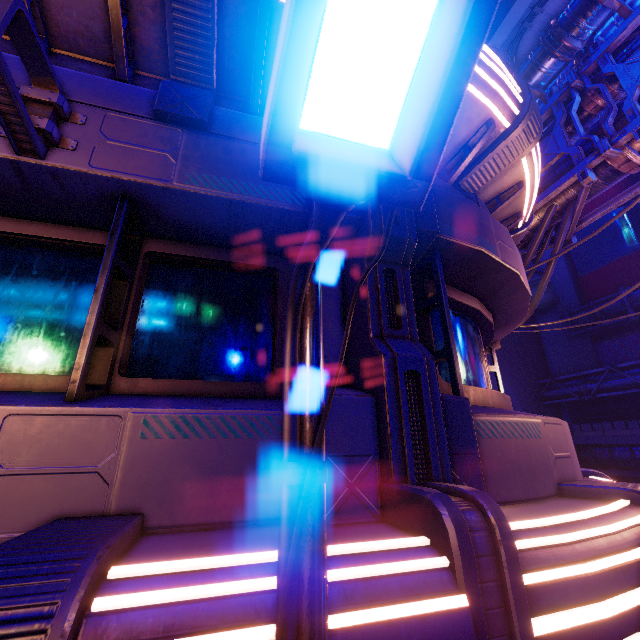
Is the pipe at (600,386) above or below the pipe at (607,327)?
below

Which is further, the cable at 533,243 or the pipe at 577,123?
→ the cable at 533,243

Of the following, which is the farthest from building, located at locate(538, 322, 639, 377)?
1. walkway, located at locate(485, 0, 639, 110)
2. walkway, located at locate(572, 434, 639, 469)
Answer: walkway, located at locate(485, 0, 639, 110)

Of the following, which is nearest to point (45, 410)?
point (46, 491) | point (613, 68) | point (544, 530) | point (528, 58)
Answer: point (46, 491)

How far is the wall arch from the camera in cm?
2967

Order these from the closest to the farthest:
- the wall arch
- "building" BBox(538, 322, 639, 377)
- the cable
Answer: the cable
"building" BBox(538, 322, 639, 377)
the wall arch

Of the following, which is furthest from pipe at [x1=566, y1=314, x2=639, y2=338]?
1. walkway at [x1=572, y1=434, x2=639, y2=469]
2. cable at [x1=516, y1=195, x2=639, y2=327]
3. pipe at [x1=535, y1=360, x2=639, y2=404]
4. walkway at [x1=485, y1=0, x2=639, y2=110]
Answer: cable at [x1=516, y1=195, x2=639, y2=327]

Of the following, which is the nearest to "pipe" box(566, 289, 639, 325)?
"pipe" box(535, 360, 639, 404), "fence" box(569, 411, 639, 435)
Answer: "pipe" box(535, 360, 639, 404)
